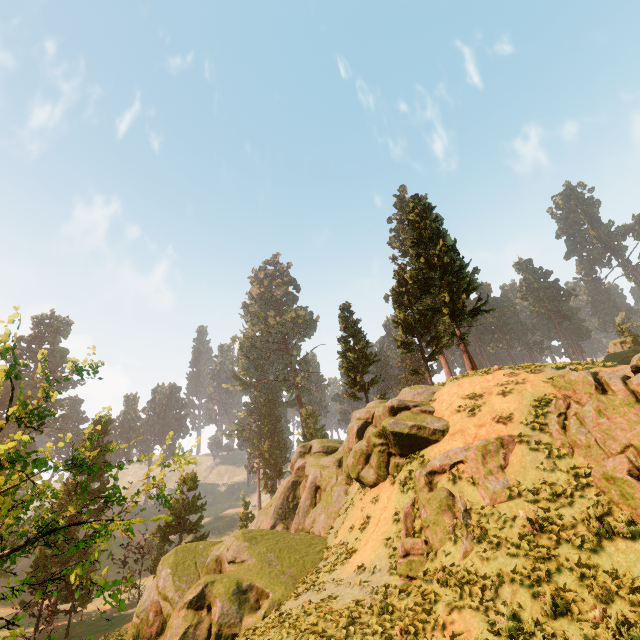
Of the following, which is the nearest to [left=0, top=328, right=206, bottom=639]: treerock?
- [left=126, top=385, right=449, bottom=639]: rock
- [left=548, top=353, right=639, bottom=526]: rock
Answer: [left=126, top=385, right=449, bottom=639]: rock

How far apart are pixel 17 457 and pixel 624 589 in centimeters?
1226cm

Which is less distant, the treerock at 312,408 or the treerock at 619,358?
the treerock at 619,358

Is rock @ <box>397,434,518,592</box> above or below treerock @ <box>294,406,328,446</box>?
below

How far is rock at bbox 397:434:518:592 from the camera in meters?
11.3

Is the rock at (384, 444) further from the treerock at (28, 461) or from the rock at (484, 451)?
the treerock at (28, 461)

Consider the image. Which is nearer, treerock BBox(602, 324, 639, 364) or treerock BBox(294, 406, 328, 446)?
→ treerock BBox(602, 324, 639, 364)

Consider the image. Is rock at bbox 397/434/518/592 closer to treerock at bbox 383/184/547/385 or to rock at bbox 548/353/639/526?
rock at bbox 548/353/639/526
